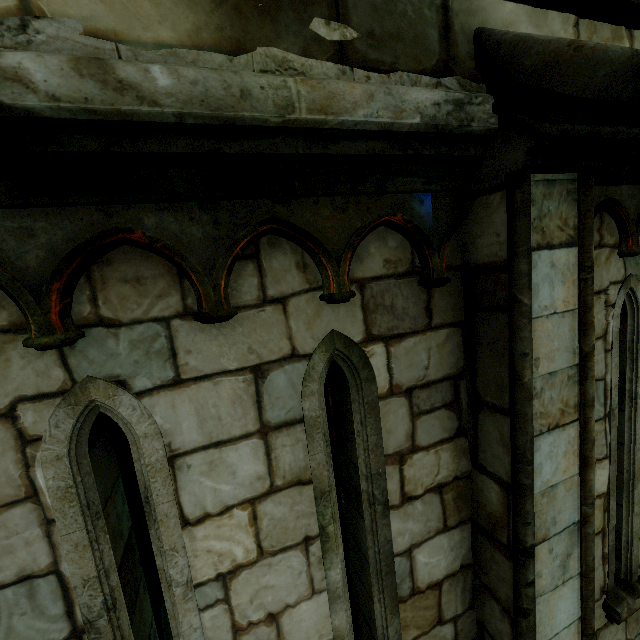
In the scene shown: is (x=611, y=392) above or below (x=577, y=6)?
below
